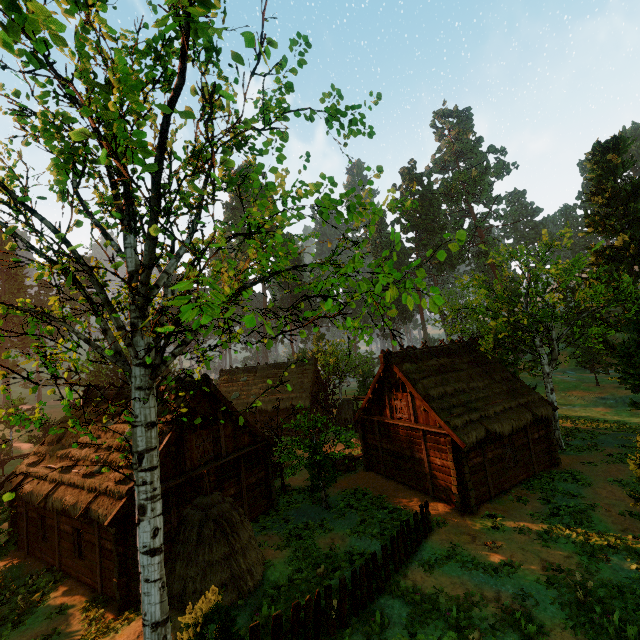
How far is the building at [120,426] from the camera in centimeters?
1566cm

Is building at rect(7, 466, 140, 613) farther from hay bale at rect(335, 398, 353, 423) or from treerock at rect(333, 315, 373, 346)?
hay bale at rect(335, 398, 353, 423)

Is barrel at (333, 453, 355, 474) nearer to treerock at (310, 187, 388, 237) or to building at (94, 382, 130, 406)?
building at (94, 382, 130, 406)

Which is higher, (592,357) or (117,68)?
(117,68)

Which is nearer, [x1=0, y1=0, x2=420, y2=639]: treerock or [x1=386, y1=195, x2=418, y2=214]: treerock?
[x1=0, y1=0, x2=420, y2=639]: treerock

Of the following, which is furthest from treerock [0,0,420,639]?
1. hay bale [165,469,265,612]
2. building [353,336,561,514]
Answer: hay bale [165,469,265,612]

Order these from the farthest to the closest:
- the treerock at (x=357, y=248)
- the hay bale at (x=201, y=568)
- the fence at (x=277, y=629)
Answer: the hay bale at (x=201, y=568)
the fence at (x=277, y=629)
the treerock at (x=357, y=248)
